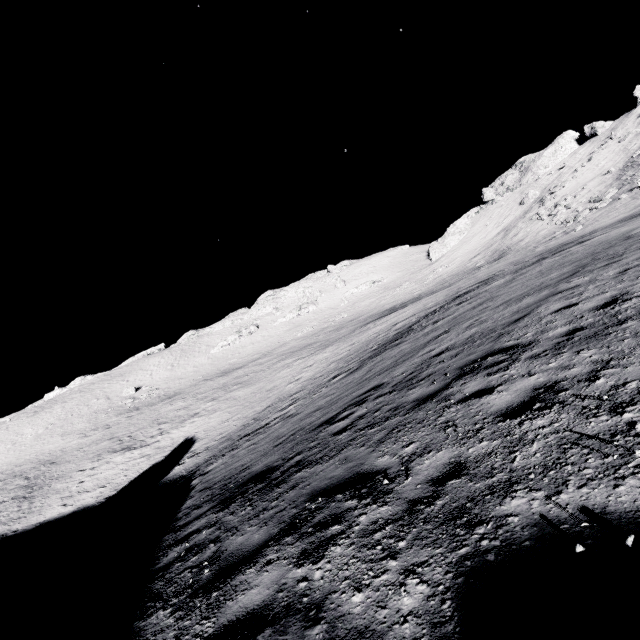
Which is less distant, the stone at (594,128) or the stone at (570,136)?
the stone at (594,128)

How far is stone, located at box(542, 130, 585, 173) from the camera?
57.19m

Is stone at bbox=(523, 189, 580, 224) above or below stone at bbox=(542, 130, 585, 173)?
below

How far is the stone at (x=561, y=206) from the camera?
43.97m

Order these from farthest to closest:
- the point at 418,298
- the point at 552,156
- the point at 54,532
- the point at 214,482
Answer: the point at 552,156, the point at 418,298, the point at 54,532, the point at 214,482

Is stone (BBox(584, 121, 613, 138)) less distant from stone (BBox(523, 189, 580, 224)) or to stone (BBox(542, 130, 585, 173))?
stone (BBox(542, 130, 585, 173))

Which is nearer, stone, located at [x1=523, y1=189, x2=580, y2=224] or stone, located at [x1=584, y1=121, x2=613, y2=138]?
stone, located at [x1=523, y1=189, x2=580, y2=224]

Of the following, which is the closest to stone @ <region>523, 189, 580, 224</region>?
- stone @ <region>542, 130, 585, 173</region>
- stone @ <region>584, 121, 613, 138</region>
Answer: stone @ <region>542, 130, 585, 173</region>
